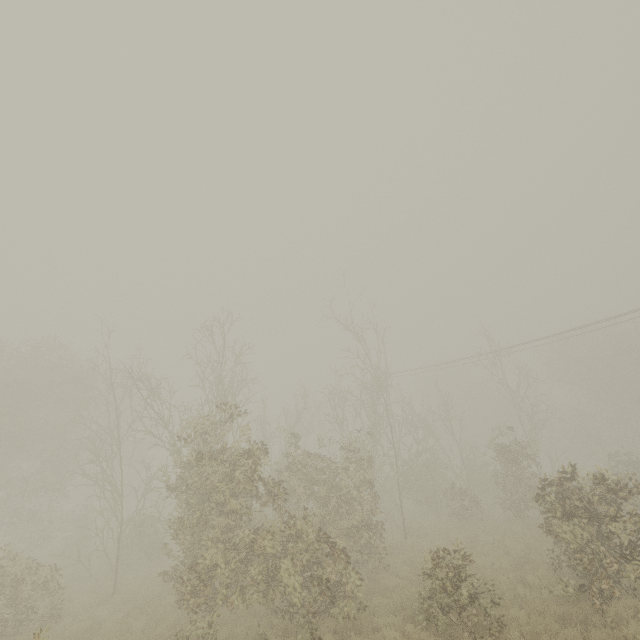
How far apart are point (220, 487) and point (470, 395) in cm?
4926
